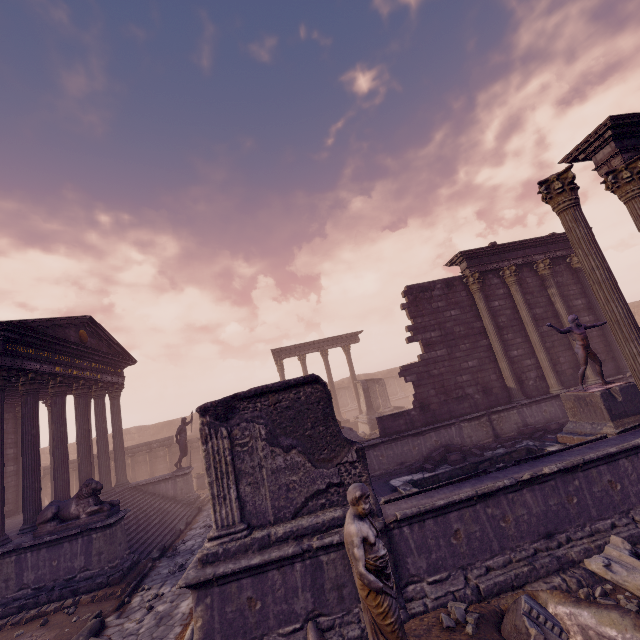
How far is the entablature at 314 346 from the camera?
25.3 meters

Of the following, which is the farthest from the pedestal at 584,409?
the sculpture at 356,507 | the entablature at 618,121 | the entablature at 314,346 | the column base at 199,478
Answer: the column base at 199,478

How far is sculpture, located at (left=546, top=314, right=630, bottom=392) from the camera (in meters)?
9.48

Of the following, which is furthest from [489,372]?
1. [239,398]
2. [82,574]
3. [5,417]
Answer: [5,417]

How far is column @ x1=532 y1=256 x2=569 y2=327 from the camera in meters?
13.7

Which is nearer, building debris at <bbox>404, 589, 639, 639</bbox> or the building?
building debris at <bbox>404, 589, 639, 639</bbox>

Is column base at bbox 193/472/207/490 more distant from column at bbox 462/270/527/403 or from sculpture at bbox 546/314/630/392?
sculpture at bbox 546/314/630/392

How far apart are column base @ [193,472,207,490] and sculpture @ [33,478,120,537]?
9.76m
